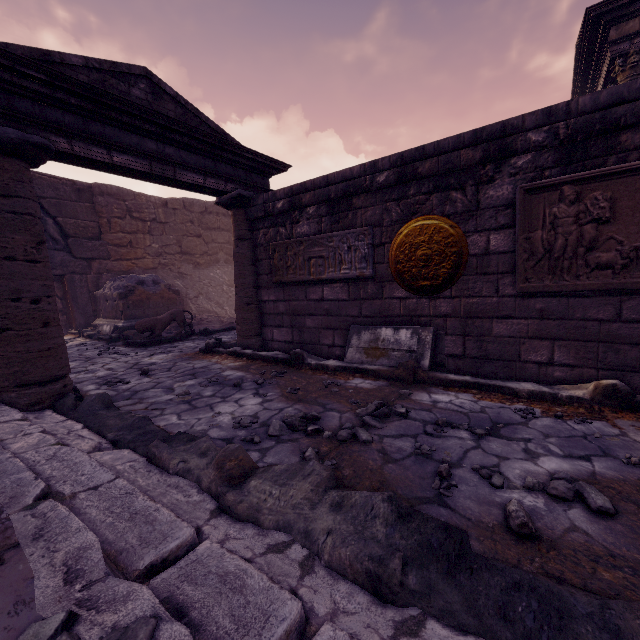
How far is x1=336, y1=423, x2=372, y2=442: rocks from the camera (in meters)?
2.51

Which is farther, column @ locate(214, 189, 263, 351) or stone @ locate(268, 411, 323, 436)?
column @ locate(214, 189, 263, 351)

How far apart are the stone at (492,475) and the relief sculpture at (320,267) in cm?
280

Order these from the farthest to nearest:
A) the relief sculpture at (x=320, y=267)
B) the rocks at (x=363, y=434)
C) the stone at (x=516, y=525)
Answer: the relief sculpture at (x=320, y=267) < the rocks at (x=363, y=434) < the stone at (x=516, y=525)

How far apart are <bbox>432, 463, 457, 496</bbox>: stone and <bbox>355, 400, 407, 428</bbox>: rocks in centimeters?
76cm

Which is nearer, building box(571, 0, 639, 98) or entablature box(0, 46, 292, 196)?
entablature box(0, 46, 292, 196)

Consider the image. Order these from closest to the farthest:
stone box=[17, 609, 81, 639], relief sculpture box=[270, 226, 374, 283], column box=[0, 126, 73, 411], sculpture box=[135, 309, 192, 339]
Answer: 1. stone box=[17, 609, 81, 639]
2. column box=[0, 126, 73, 411]
3. relief sculpture box=[270, 226, 374, 283]
4. sculpture box=[135, 309, 192, 339]

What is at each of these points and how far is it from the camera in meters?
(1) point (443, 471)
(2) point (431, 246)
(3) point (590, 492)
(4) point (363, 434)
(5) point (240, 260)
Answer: (1) stone, 2.0
(2) relief sculpture, 3.8
(3) stone, 1.7
(4) rocks, 2.5
(5) column, 5.7
